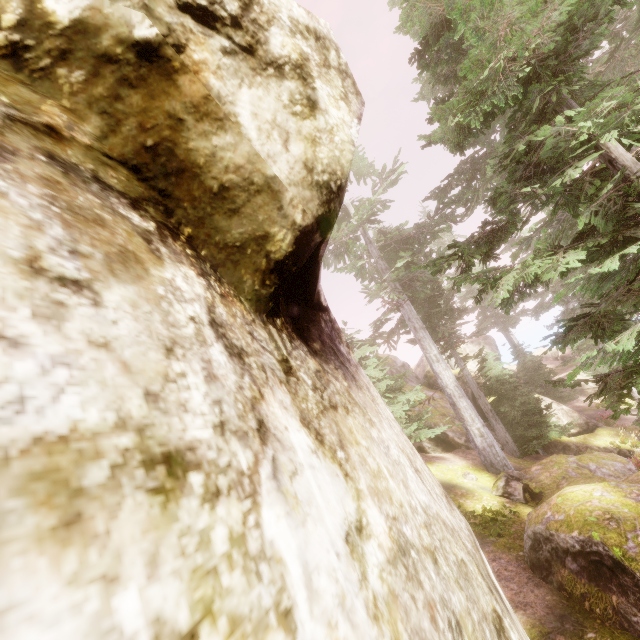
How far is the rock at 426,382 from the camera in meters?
23.8

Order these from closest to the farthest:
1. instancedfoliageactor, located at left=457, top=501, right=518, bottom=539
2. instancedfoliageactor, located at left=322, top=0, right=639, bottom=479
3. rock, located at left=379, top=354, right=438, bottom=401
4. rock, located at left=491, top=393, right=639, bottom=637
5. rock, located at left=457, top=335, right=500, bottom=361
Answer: instancedfoliageactor, located at left=322, top=0, right=639, bottom=479 → rock, located at left=491, top=393, right=639, bottom=637 → instancedfoliageactor, located at left=457, top=501, right=518, bottom=539 → rock, located at left=379, top=354, right=438, bottom=401 → rock, located at left=457, top=335, right=500, bottom=361

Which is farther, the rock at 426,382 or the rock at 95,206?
the rock at 426,382

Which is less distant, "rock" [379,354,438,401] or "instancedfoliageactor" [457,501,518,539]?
"instancedfoliageactor" [457,501,518,539]

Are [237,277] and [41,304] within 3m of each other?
yes

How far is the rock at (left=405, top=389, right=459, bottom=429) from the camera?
19.7m
